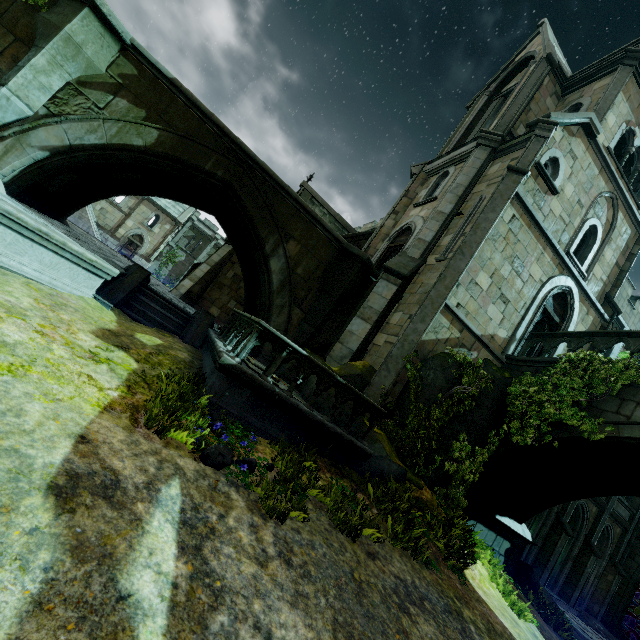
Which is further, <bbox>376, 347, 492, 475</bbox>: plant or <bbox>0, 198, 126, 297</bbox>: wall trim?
<bbox>376, 347, 492, 475</bbox>: plant

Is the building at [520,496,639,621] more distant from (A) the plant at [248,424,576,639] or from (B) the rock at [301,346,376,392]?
(A) the plant at [248,424,576,639]

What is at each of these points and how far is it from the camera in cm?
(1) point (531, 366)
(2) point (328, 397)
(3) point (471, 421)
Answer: (1) bridge, 1015
(2) rock, 761
(3) rock, 909

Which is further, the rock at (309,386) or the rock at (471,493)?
the rock at (471,493)

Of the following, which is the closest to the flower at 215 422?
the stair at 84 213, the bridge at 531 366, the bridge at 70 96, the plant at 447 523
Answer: the plant at 447 523

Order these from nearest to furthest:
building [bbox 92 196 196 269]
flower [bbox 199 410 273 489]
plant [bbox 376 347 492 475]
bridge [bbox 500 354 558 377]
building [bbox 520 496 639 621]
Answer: flower [bbox 199 410 273 489] → plant [bbox 376 347 492 475] → bridge [bbox 500 354 558 377] → building [bbox 520 496 639 621] → building [bbox 92 196 196 269]

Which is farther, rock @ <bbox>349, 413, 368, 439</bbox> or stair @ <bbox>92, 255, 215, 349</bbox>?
stair @ <bbox>92, 255, 215, 349</bbox>

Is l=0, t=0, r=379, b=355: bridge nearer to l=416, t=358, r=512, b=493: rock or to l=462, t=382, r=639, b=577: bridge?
l=416, t=358, r=512, b=493: rock
